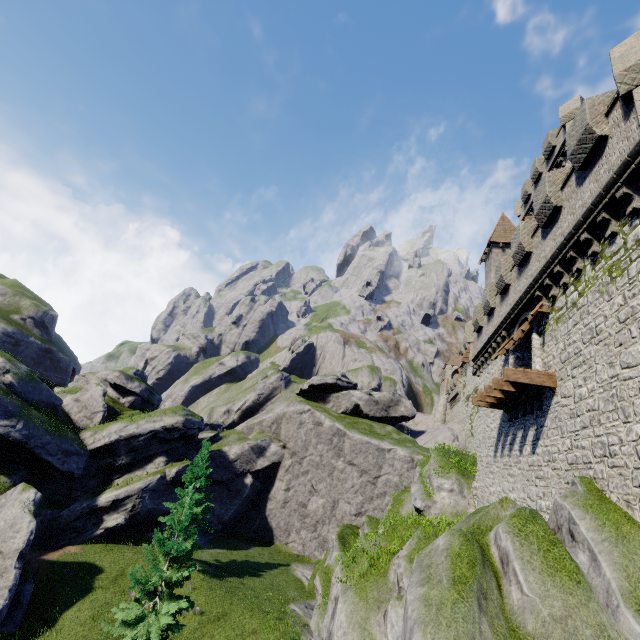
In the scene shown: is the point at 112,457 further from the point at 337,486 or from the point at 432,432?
the point at 432,432

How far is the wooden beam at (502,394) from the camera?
12.5m

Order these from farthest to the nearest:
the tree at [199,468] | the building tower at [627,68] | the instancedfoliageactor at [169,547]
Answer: the tree at [199,468] < the instancedfoliageactor at [169,547] < the building tower at [627,68]

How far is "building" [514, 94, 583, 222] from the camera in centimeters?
2373cm

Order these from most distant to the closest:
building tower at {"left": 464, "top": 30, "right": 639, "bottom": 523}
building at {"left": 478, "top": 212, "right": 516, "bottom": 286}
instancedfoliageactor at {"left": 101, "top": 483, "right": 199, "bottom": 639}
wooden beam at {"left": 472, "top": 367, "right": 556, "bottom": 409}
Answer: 1. building at {"left": 478, "top": 212, "right": 516, "bottom": 286}
2. instancedfoliageactor at {"left": 101, "top": 483, "right": 199, "bottom": 639}
3. wooden beam at {"left": 472, "top": 367, "right": 556, "bottom": 409}
4. building tower at {"left": 464, "top": 30, "right": 639, "bottom": 523}

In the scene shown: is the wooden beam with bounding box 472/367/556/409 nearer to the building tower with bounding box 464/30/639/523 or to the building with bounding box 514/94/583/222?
the building tower with bounding box 464/30/639/523

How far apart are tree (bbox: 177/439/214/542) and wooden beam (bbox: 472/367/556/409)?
27.0m

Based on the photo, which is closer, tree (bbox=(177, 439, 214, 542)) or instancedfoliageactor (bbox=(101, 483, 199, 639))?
instancedfoliageactor (bbox=(101, 483, 199, 639))
